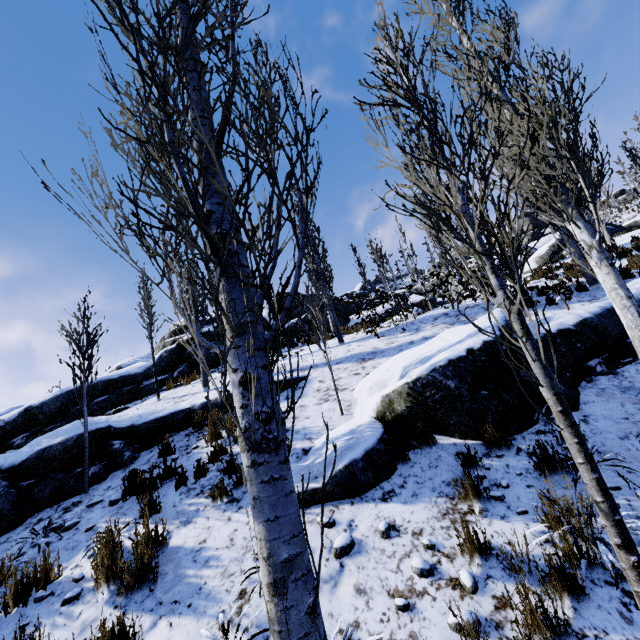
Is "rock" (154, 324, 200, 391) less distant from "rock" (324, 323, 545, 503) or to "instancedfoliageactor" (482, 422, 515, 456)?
"instancedfoliageactor" (482, 422, 515, 456)

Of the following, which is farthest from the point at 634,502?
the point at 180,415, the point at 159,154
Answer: the point at 180,415

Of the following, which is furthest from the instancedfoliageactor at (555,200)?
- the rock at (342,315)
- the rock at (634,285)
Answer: the rock at (342,315)

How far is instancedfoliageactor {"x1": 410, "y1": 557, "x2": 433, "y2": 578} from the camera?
2.8 meters

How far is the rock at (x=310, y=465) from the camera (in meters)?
3.88

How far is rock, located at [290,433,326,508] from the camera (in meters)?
3.88

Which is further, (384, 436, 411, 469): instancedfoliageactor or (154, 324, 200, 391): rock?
(154, 324, 200, 391): rock

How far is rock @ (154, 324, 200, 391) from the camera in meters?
13.1
